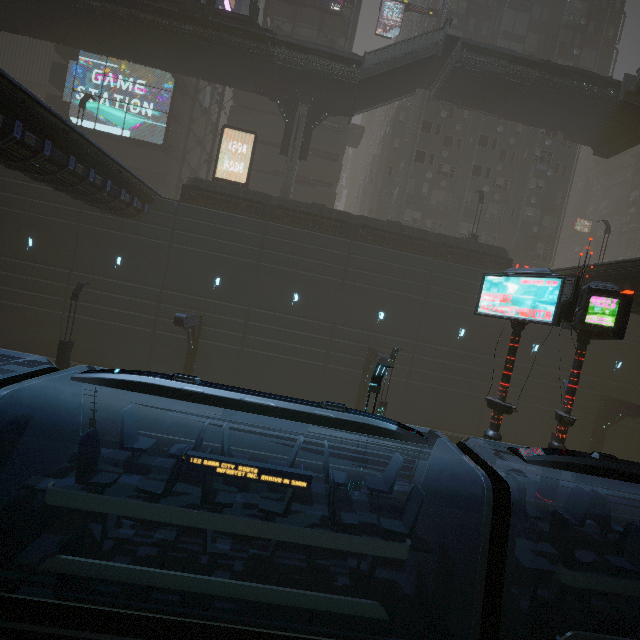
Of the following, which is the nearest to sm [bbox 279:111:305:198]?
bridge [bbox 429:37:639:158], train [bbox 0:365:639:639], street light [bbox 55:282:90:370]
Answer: bridge [bbox 429:37:639:158]

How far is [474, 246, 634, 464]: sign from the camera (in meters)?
9.63

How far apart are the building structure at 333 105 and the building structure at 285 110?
0.7 meters

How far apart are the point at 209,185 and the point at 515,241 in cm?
2923

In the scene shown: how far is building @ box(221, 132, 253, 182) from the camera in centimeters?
3172cm

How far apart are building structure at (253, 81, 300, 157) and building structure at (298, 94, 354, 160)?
0.7 meters

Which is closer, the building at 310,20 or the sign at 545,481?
the sign at 545,481

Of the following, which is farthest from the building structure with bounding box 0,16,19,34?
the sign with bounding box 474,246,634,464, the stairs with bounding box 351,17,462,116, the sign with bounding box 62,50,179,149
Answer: the sign with bounding box 474,246,634,464
